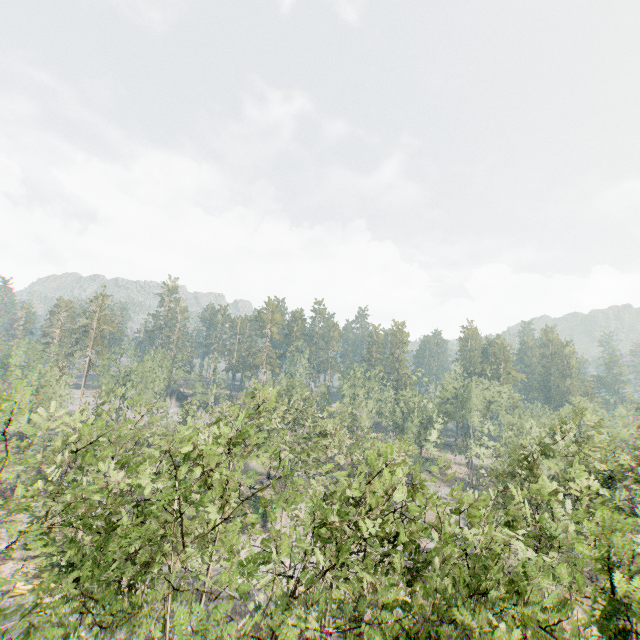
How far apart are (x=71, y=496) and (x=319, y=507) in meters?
17.8
